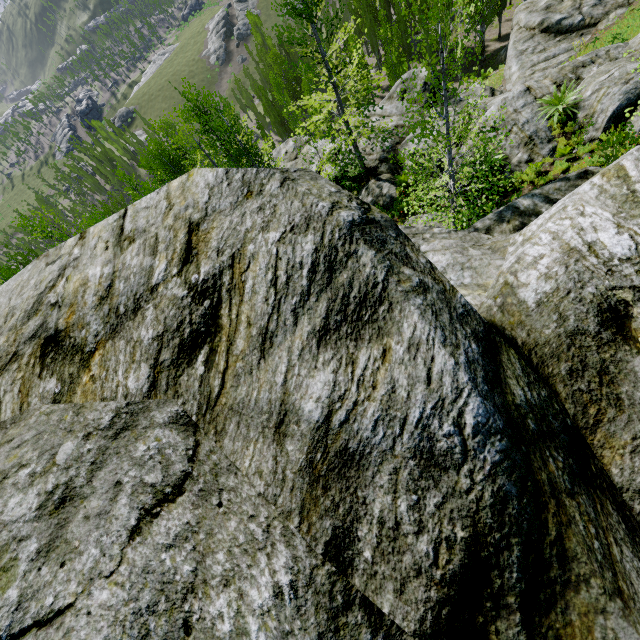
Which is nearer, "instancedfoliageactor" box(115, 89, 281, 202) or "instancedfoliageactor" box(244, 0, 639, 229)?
"instancedfoliageactor" box(244, 0, 639, 229)

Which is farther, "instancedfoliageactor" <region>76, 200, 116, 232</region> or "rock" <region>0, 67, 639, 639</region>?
"instancedfoliageactor" <region>76, 200, 116, 232</region>

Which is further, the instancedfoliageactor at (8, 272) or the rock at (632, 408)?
the instancedfoliageactor at (8, 272)

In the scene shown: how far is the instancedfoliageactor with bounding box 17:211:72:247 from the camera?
13.3m

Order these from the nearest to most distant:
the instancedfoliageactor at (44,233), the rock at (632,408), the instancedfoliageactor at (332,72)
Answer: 1. the rock at (632,408)
2. the instancedfoliageactor at (332,72)
3. the instancedfoliageactor at (44,233)

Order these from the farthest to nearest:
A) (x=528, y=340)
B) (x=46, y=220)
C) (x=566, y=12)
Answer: (x=566, y=12)
(x=46, y=220)
(x=528, y=340)

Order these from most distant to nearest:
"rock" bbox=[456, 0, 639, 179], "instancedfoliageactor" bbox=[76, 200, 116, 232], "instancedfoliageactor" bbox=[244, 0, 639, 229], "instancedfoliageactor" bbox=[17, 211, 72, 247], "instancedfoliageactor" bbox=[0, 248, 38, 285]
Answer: "instancedfoliageactor" bbox=[0, 248, 38, 285] → "instancedfoliageactor" bbox=[76, 200, 116, 232] → "instancedfoliageactor" bbox=[17, 211, 72, 247] → "rock" bbox=[456, 0, 639, 179] → "instancedfoliageactor" bbox=[244, 0, 639, 229]
